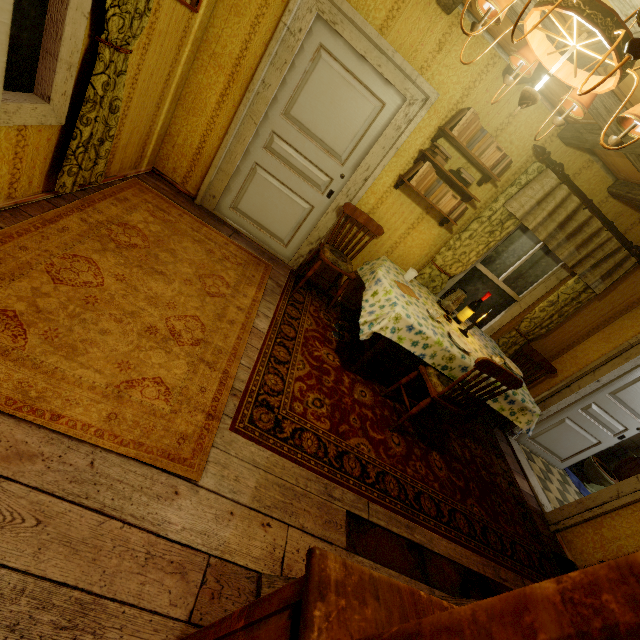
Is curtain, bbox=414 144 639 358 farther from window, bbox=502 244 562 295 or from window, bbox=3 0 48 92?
window, bbox=3 0 48 92

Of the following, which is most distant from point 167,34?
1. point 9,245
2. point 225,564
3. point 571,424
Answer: point 571,424

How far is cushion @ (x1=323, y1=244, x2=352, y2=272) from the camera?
3.4m

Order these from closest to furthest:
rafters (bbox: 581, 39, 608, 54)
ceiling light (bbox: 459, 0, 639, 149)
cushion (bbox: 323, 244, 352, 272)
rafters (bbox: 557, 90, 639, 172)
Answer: ceiling light (bbox: 459, 0, 639, 149) < rafters (bbox: 581, 39, 608, 54) < rafters (bbox: 557, 90, 639, 172) < cushion (bbox: 323, 244, 352, 272)

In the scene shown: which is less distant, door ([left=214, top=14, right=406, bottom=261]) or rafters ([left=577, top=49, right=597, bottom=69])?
rafters ([left=577, top=49, right=597, bottom=69])

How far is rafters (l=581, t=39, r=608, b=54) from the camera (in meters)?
1.79

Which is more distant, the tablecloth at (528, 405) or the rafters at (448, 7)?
the tablecloth at (528, 405)

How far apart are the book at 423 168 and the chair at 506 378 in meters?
1.6
